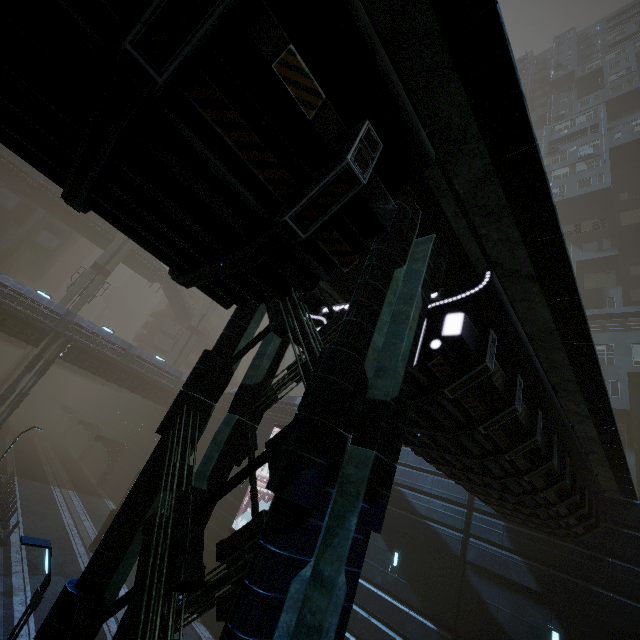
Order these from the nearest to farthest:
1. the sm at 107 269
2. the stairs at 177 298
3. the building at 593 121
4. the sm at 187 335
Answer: the building at 593 121
the sm at 107 269
the sm at 187 335
the stairs at 177 298

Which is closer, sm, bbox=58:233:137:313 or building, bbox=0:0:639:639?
building, bbox=0:0:639:639

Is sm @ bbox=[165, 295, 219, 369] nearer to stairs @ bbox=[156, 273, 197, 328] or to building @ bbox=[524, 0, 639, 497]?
stairs @ bbox=[156, 273, 197, 328]

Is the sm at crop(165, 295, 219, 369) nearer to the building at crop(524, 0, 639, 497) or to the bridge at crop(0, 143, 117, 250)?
the building at crop(524, 0, 639, 497)

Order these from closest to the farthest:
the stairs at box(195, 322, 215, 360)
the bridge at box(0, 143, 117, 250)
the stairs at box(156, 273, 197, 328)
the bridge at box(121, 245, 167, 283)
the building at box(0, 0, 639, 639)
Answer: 1. the building at box(0, 0, 639, 639)
2. the bridge at box(0, 143, 117, 250)
3. the bridge at box(121, 245, 167, 283)
4. the stairs at box(156, 273, 197, 328)
5. the stairs at box(195, 322, 215, 360)

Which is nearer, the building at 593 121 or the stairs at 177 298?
the building at 593 121

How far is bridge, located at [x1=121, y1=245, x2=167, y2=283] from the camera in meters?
45.1 m

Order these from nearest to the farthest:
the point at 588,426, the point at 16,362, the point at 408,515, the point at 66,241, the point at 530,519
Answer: the point at 588,426 < the point at 530,519 < the point at 408,515 < the point at 16,362 < the point at 66,241
